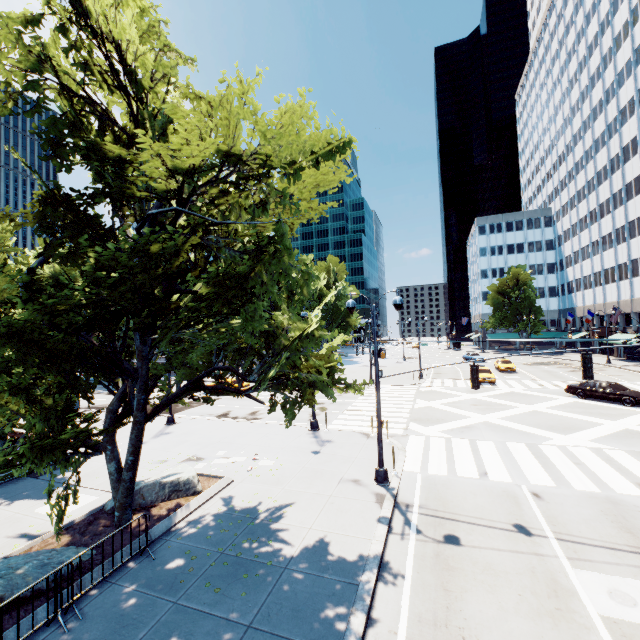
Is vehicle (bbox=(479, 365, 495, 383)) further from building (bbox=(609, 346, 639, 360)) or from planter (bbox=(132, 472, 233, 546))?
planter (bbox=(132, 472, 233, 546))

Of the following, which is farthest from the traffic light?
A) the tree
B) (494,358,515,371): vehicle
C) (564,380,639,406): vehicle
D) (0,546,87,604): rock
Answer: (494,358,515,371): vehicle

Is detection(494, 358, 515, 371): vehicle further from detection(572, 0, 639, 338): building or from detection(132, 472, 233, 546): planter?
detection(132, 472, 233, 546): planter

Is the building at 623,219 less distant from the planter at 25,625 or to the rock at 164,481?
the planter at 25,625

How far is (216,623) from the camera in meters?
6.6

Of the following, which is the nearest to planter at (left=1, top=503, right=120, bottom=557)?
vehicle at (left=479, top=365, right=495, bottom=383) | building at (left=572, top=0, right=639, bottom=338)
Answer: vehicle at (left=479, top=365, right=495, bottom=383)

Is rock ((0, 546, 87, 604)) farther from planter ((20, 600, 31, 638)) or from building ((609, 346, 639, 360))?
building ((609, 346, 639, 360))

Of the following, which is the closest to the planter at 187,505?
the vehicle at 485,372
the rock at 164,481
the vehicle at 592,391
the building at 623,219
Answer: the rock at 164,481
